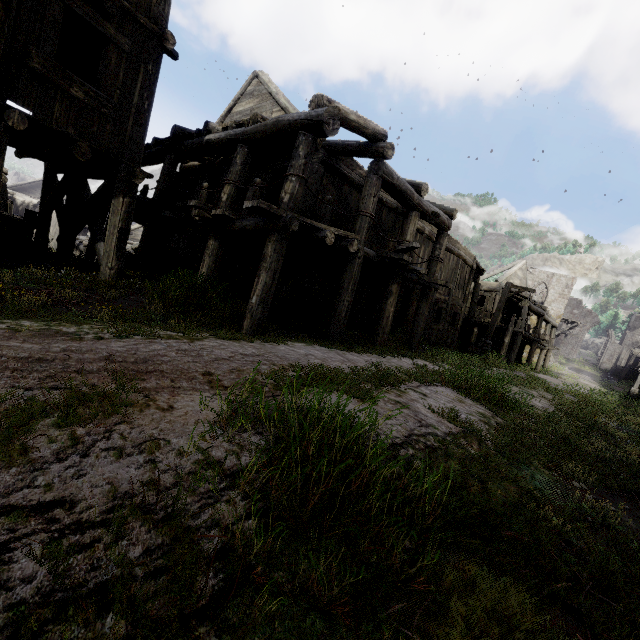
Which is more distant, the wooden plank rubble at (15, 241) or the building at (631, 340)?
the building at (631, 340)

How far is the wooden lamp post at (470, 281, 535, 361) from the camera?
17.67m

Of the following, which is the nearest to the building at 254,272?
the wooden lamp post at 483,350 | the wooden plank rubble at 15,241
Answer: the wooden plank rubble at 15,241

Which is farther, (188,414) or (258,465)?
(188,414)

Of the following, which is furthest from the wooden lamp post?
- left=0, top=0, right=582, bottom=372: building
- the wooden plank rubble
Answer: the wooden plank rubble

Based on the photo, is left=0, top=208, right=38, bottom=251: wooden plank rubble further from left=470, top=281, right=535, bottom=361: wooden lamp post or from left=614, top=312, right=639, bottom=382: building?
left=470, top=281, right=535, bottom=361: wooden lamp post
